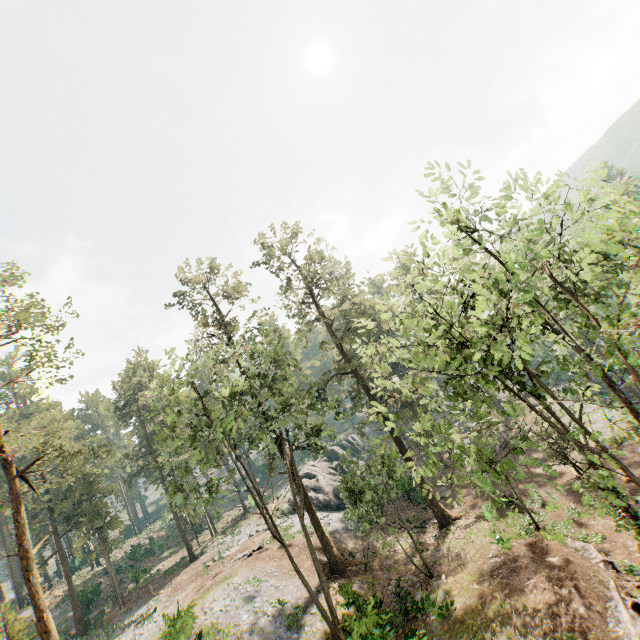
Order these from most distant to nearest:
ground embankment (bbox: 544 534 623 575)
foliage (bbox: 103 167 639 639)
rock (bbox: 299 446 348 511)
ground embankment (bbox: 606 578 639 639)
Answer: rock (bbox: 299 446 348 511) → ground embankment (bbox: 544 534 623 575) → ground embankment (bbox: 606 578 639 639) → foliage (bbox: 103 167 639 639)

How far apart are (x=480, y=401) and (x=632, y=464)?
25.7m

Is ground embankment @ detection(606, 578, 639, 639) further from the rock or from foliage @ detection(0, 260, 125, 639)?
the rock

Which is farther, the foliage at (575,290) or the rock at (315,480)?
the rock at (315,480)

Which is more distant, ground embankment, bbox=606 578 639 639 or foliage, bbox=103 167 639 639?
ground embankment, bbox=606 578 639 639

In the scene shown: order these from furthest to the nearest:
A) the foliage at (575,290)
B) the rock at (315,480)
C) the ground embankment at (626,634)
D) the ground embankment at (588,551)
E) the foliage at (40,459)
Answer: the rock at (315,480) → the foliage at (40,459) → the ground embankment at (588,551) → the ground embankment at (626,634) → the foliage at (575,290)
